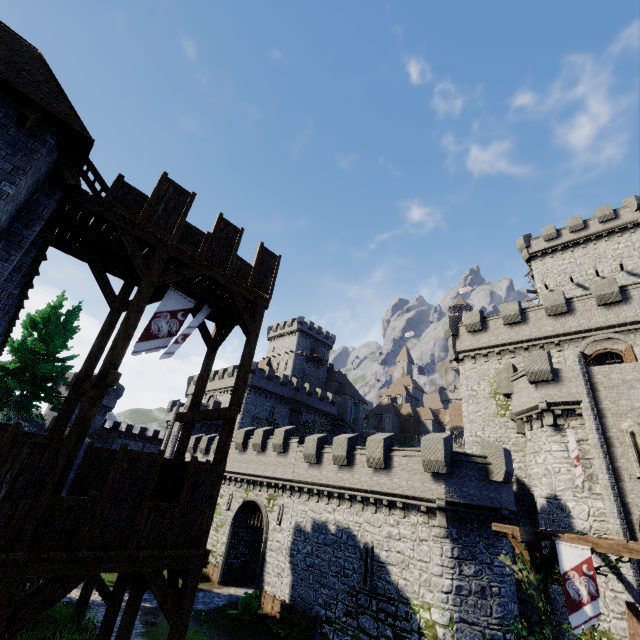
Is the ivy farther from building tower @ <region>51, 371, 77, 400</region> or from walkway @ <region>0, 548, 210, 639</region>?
building tower @ <region>51, 371, 77, 400</region>

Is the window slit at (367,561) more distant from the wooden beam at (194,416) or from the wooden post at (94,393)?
the wooden post at (94,393)

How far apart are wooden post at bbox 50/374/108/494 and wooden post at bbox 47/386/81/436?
2.6 meters

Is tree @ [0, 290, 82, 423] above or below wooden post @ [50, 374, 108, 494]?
above

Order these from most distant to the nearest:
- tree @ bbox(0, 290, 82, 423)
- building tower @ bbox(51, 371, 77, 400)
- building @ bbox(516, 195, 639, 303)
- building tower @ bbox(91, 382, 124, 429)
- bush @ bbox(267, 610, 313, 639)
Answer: building tower @ bbox(91, 382, 124, 429) < building tower @ bbox(51, 371, 77, 400) < building @ bbox(516, 195, 639, 303) < tree @ bbox(0, 290, 82, 423) < bush @ bbox(267, 610, 313, 639)

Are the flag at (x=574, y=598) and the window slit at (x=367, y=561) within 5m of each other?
no

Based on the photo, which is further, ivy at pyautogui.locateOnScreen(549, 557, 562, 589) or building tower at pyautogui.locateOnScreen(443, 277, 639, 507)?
building tower at pyautogui.locateOnScreen(443, 277, 639, 507)

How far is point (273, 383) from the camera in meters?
50.7
